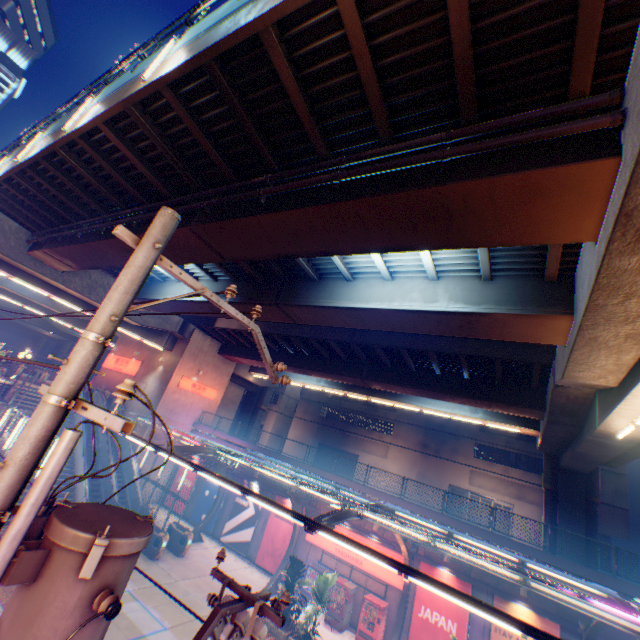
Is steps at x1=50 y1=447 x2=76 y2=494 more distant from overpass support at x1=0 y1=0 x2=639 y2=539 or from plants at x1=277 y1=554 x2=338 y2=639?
plants at x1=277 y1=554 x2=338 y2=639

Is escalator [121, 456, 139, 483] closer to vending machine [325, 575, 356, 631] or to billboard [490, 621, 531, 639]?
vending machine [325, 575, 356, 631]

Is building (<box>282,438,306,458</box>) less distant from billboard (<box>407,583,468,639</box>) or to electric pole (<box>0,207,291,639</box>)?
billboard (<box>407,583,468,639</box>)

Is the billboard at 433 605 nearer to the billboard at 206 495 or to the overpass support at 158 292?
the overpass support at 158 292

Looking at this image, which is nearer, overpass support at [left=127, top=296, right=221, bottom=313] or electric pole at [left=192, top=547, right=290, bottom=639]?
electric pole at [left=192, top=547, right=290, bottom=639]

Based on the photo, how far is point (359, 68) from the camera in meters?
6.4 m

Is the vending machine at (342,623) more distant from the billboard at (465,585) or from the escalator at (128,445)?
the escalator at (128,445)

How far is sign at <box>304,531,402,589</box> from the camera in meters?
17.7
